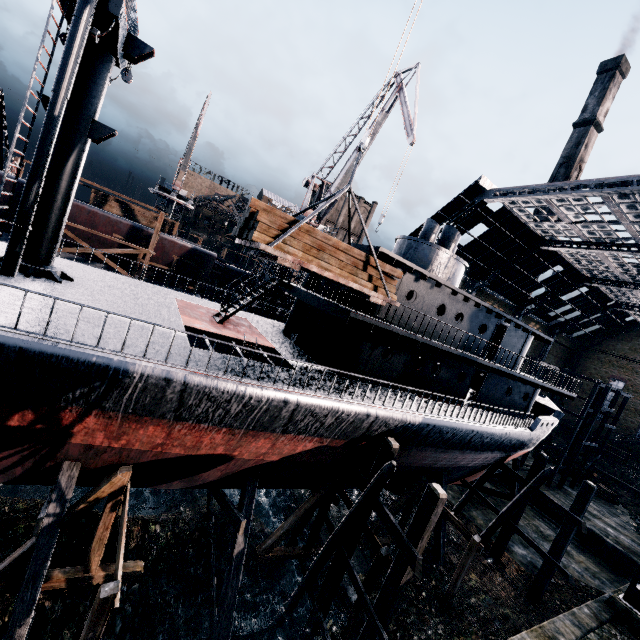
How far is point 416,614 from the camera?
14.9 meters

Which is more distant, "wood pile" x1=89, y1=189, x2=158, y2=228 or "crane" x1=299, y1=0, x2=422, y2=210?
"wood pile" x1=89, y1=189, x2=158, y2=228

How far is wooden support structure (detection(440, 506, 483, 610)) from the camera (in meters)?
15.27

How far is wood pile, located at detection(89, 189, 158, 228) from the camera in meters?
36.2 m

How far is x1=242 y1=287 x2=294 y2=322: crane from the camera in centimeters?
3108cm

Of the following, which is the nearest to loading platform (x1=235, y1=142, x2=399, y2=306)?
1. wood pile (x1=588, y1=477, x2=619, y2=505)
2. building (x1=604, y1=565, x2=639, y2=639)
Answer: wood pile (x1=588, y1=477, x2=619, y2=505)

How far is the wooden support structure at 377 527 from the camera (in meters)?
12.09

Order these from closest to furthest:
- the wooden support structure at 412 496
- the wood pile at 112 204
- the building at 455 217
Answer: the wooden support structure at 412 496, the building at 455 217, the wood pile at 112 204
